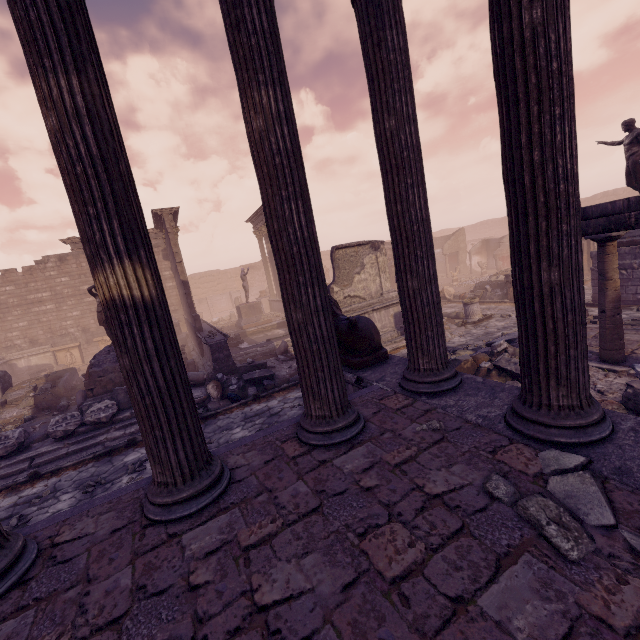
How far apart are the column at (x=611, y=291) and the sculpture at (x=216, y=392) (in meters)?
8.73

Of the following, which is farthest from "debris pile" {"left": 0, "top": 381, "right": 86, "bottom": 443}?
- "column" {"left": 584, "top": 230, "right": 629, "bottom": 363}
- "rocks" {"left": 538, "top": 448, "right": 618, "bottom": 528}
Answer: "column" {"left": 584, "top": 230, "right": 629, "bottom": 363}

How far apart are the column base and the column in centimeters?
645cm

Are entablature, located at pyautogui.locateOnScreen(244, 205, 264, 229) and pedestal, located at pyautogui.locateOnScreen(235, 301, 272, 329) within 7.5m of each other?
yes

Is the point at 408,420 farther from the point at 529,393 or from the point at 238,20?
the point at 238,20

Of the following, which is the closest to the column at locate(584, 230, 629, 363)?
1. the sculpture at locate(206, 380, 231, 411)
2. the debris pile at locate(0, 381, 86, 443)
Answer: the sculpture at locate(206, 380, 231, 411)

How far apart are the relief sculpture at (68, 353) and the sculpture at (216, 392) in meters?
15.5

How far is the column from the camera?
5.9m
